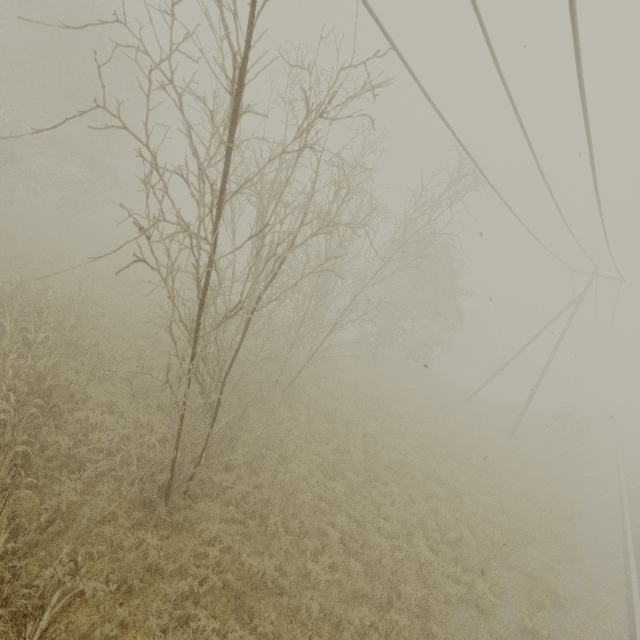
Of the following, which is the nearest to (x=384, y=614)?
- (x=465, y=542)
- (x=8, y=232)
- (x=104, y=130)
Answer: (x=465, y=542)
